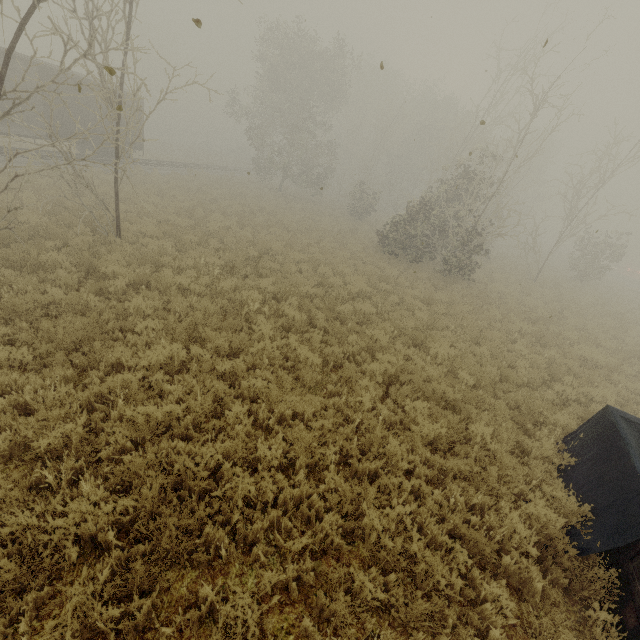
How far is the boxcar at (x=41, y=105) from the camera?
17.9 meters

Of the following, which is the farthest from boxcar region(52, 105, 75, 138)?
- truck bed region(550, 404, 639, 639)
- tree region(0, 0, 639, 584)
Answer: truck bed region(550, 404, 639, 639)

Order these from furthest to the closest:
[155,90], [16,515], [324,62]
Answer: [155,90]
[324,62]
[16,515]

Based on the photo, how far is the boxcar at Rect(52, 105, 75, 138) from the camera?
18.59m

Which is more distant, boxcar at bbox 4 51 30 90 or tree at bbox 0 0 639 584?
boxcar at bbox 4 51 30 90

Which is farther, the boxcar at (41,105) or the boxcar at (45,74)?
the boxcar at (41,105)

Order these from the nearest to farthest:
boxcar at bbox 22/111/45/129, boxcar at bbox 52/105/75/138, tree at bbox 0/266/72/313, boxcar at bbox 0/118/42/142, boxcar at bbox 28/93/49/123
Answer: tree at bbox 0/266/72/313 < boxcar at bbox 0/118/42/142 < boxcar at bbox 28/93/49/123 < boxcar at bbox 52/105/75/138 < boxcar at bbox 22/111/45/129

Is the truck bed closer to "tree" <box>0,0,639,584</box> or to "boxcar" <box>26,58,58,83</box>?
"tree" <box>0,0,639,584</box>
